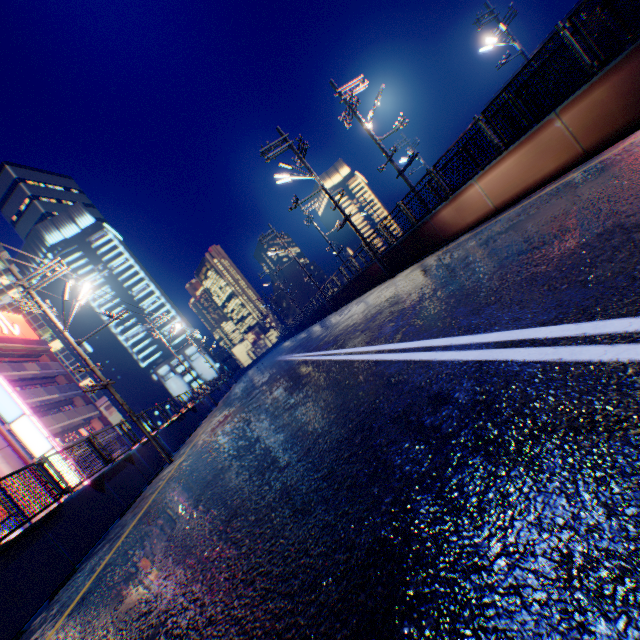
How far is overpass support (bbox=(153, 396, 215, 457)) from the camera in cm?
1516

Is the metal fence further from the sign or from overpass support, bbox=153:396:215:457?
the sign

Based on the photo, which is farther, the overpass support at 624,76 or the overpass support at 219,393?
the overpass support at 219,393

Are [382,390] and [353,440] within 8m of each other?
yes

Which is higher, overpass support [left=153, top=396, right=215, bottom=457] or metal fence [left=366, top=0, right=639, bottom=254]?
metal fence [left=366, top=0, right=639, bottom=254]

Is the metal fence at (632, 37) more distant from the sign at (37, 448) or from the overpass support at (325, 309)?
the sign at (37, 448)

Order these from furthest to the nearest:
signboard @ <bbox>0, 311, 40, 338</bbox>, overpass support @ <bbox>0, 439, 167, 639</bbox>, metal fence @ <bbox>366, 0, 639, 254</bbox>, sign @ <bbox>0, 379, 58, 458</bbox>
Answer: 1. signboard @ <bbox>0, 311, 40, 338</bbox>
2. sign @ <bbox>0, 379, 58, 458</bbox>
3. metal fence @ <bbox>366, 0, 639, 254</bbox>
4. overpass support @ <bbox>0, 439, 167, 639</bbox>

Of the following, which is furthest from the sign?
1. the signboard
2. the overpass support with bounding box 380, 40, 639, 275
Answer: the overpass support with bounding box 380, 40, 639, 275
